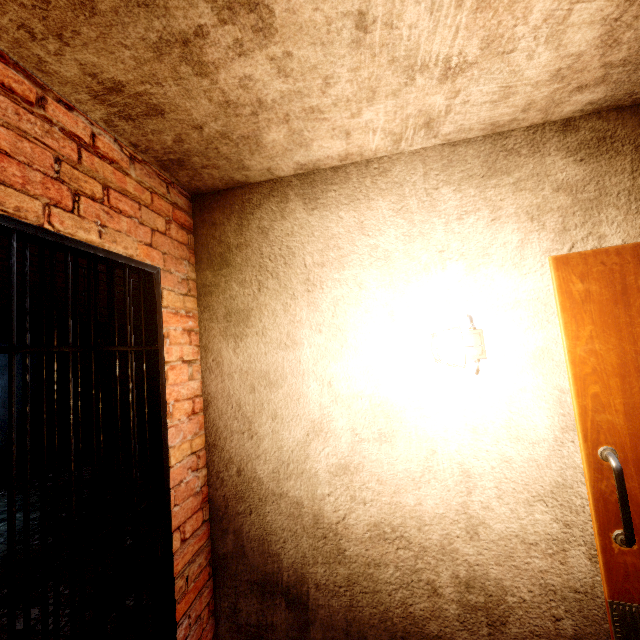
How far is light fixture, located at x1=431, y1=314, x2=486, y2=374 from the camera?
1.6 meters

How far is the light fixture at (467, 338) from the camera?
1.6m

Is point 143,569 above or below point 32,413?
below
